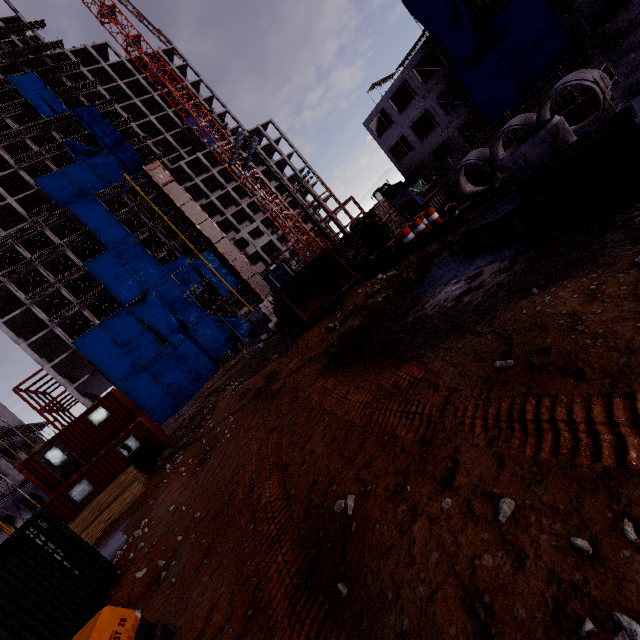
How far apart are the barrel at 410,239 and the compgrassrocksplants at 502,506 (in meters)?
14.23

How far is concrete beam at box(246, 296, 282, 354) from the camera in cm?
3002

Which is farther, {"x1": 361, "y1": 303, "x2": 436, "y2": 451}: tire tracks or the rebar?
the rebar

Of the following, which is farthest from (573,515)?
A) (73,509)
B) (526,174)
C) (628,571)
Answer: (73,509)

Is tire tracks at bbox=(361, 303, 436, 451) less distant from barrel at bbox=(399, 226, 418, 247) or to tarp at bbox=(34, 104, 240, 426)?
barrel at bbox=(399, 226, 418, 247)

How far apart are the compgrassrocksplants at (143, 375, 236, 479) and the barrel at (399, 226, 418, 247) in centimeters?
1588cm

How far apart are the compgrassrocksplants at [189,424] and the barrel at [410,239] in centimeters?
1588cm

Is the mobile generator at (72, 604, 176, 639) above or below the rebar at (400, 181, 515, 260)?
above
